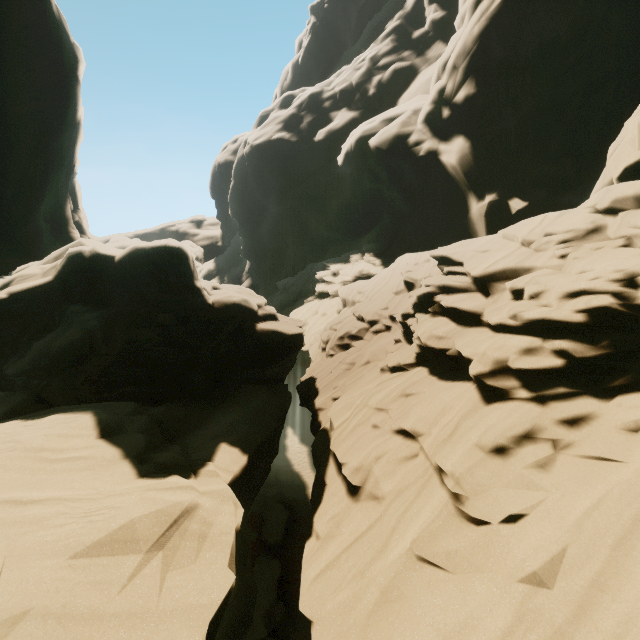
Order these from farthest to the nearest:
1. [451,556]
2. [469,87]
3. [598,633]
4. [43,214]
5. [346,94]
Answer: [346,94]
[43,214]
[469,87]
[451,556]
[598,633]
